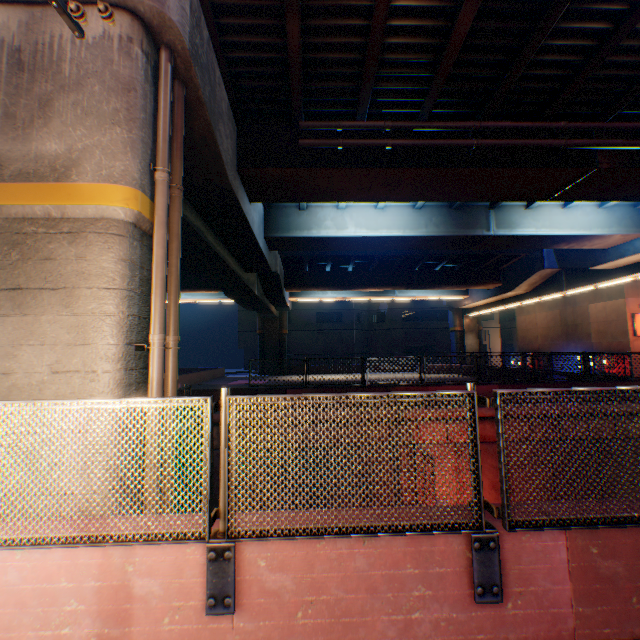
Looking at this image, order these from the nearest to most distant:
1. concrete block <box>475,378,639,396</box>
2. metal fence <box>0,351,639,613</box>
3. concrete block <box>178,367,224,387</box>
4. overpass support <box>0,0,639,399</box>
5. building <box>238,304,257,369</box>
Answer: metal fence <box>0,351,639,613</box>, overpass support <box>0,0,639,399</box>, concrete block <box>475,378,639,396</box>, concrete block <box>178,367,224,387</box>, building <box>238,304,257,369</box>

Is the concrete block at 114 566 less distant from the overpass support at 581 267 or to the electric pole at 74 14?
the electric pole at 74 14

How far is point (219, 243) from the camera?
12.30m

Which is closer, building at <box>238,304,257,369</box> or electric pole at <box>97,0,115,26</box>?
electric pole at <box>97,0,115,26</box>

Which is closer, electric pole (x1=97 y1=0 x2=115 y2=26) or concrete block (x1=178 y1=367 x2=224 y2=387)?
electric pole (x1=97 y1=0 x2=115 y2=26)

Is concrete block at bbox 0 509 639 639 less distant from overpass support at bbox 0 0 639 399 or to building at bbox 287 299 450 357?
overpass support at bbox 0 0 639 399

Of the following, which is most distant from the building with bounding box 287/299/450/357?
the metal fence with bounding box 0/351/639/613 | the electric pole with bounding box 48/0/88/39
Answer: the electric pole with bounding box 48/0/88/39

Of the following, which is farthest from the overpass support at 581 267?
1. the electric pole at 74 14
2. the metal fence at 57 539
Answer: the electric pole at 74 14
